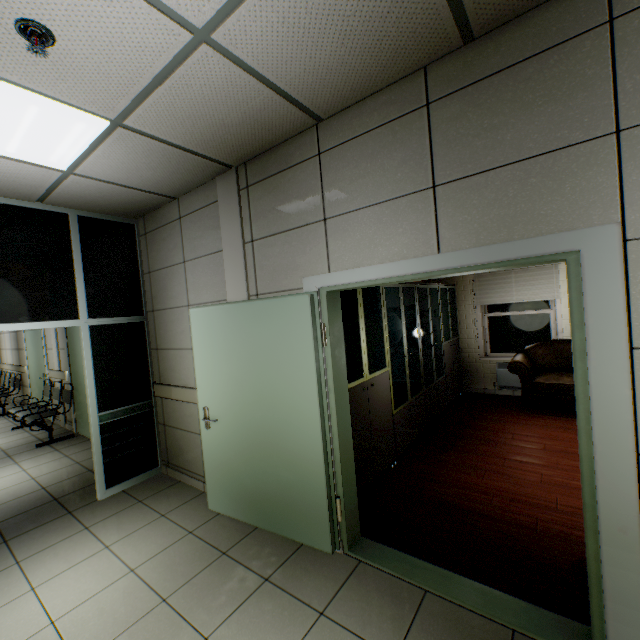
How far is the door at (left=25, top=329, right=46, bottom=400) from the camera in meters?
7.2 m

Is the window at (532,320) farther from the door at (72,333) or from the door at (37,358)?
the door at (37,358)

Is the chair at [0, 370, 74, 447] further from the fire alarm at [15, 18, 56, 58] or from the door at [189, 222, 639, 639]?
the fire alarm at [15, 18, 56, 58]

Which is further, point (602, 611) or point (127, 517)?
point (127, 517)

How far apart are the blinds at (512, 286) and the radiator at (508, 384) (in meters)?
1.09

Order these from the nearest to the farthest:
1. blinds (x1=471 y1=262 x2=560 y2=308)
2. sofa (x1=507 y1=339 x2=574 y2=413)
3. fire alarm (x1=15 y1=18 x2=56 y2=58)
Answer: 1. fire alarm (x1=15 y1=18 x2=56 y2=58)
2. sofa (x1=507 y1=339 x2=574 y2=413)
3. blinds (x1=471 y1=262 x2=560 y2=308)

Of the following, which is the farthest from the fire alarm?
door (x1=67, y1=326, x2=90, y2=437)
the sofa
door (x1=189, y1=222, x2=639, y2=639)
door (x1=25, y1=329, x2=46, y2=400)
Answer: door (x1=25, y1=329, x2=46, y2=400)

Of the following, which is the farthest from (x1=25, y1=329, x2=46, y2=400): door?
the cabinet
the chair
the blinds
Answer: the blinds
